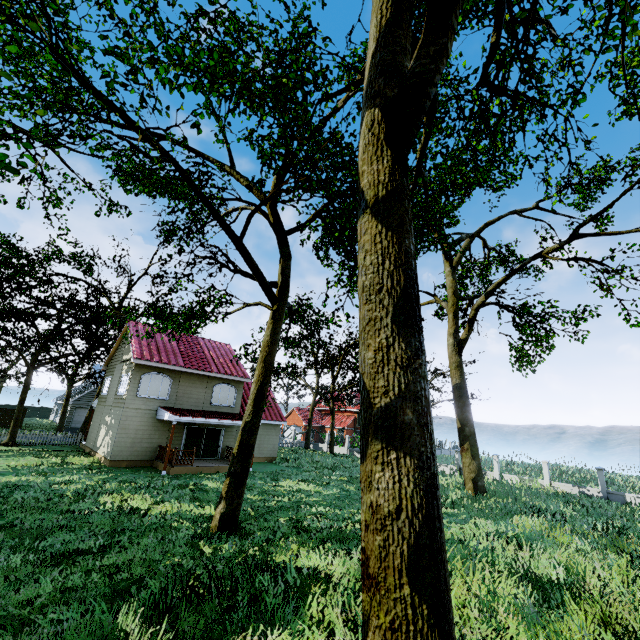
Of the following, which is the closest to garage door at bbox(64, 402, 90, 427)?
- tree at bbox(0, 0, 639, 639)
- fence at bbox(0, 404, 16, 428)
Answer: tree at bbox(0, 0, 639, 639)

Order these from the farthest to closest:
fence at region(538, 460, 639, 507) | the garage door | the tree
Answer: the garage door < fence at region(538, 460, 639, 507) < the tree

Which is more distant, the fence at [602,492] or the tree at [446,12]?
the fence at [602,492]

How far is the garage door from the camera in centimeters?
3909cm

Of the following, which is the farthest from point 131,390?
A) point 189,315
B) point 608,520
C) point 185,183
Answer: point 608,520

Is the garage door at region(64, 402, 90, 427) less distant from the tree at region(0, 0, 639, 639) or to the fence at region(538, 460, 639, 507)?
the tree at region(0, 0, 639, 639)

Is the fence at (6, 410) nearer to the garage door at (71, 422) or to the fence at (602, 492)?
the fence at (602, 492)

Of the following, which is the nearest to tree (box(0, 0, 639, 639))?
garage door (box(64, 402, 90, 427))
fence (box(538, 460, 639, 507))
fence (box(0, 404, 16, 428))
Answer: fence (box(0, 404, 16, 428))
